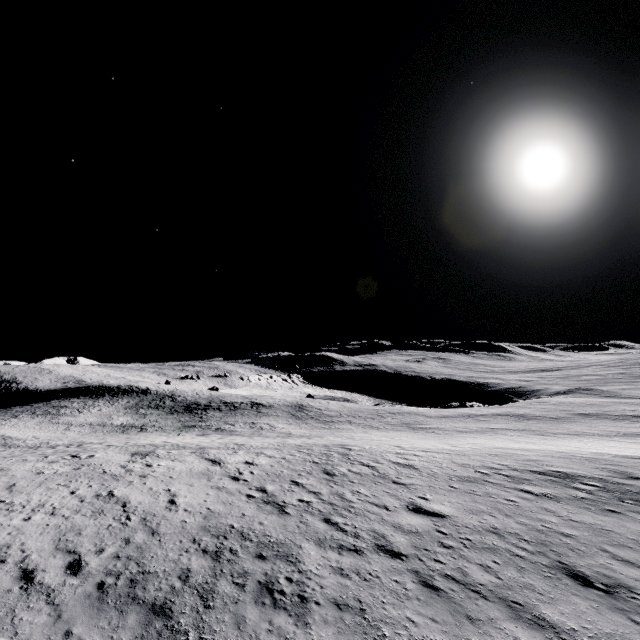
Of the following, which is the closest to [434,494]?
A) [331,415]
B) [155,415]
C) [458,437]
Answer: [458,437]
